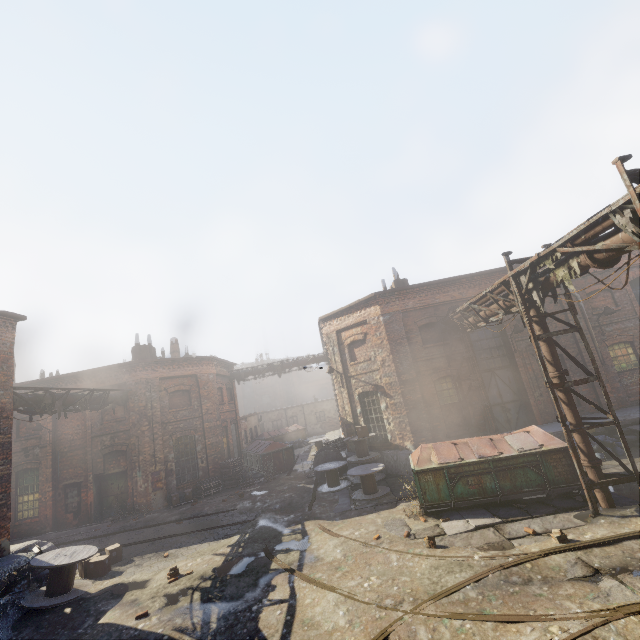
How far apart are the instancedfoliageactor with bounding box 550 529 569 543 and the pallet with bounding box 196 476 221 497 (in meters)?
15.95

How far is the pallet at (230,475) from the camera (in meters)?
18.72

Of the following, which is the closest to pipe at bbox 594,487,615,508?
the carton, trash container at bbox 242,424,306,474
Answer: trash container at bbox 242,424,306,474

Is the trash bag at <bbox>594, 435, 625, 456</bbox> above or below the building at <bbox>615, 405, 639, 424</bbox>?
below

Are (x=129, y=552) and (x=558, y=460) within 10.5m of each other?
no

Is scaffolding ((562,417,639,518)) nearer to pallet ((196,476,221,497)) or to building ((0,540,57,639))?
building ((0,540,57,639))

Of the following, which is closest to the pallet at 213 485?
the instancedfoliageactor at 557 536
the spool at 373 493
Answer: the spool at 373 493

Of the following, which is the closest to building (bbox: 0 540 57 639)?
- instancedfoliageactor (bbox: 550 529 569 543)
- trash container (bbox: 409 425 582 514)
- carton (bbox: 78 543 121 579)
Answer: carton (bbox: 78 543 121 579)
